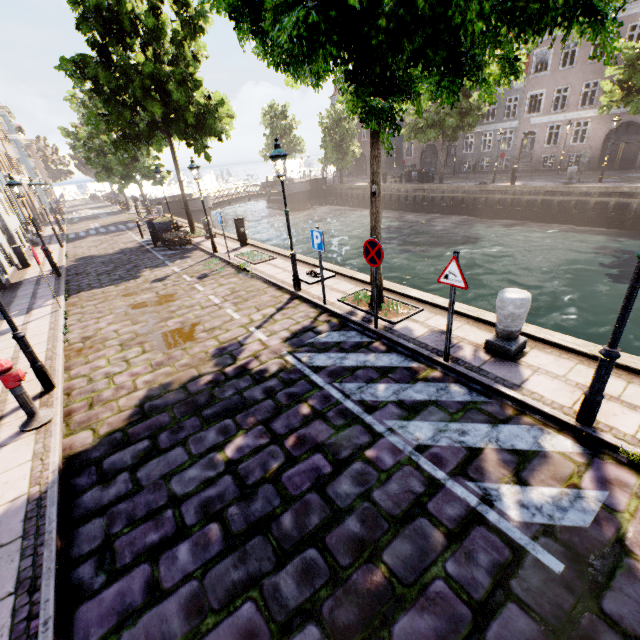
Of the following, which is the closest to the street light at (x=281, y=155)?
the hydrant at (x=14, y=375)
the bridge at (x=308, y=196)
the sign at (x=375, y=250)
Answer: the sign at (x=375, y=250)

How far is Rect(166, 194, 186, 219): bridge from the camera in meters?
31.6 m

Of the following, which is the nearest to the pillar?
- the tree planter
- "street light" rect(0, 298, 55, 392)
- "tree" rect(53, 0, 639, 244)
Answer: the tree planter

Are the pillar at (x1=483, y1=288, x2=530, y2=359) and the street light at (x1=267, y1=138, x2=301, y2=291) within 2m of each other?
no

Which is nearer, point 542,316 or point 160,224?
point 542,316

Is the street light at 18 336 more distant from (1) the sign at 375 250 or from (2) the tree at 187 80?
(1) the sign at 375 250

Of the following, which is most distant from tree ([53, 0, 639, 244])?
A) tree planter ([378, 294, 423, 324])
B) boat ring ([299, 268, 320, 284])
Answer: boat ring ([299, 268, 320, 284])

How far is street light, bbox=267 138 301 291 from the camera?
7.6m
